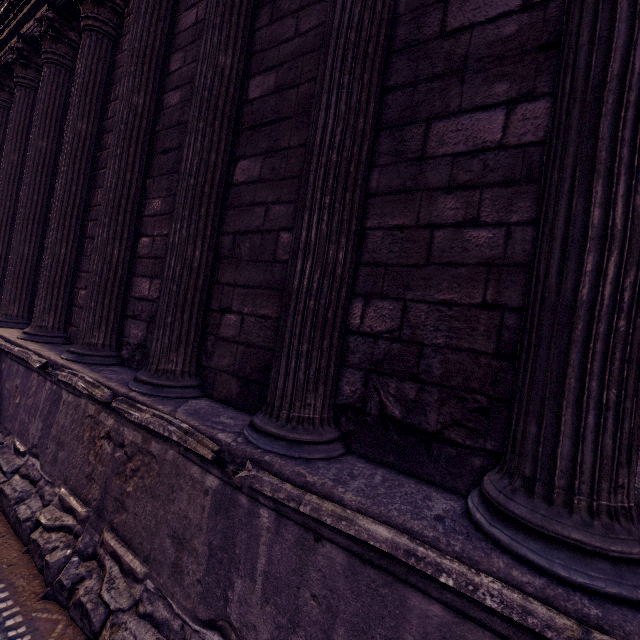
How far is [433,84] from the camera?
2.0m
